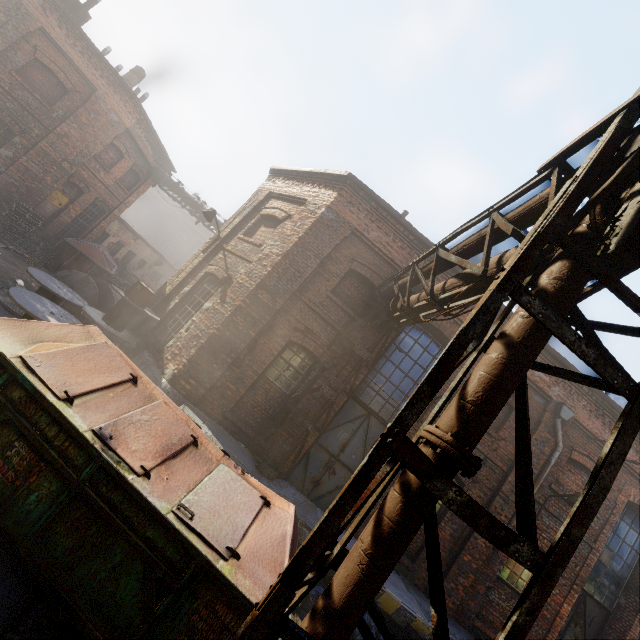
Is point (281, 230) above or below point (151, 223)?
below

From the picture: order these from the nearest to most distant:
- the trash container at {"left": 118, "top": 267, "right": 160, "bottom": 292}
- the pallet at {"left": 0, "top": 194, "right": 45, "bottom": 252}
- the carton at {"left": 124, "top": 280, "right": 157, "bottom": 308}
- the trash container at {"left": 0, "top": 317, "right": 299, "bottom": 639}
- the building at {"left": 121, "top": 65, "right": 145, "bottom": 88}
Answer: the trash container at {"left": 0, "top": 317, "right": 299, "bottom": 639}
the carton at {"left": 124, "top": 280, "right": 157, "bottom": 308}
the pallet at {"left": 0, "top": 194, "right": 45, "bottom": 252}
the building at {"left": 121, "top": 65, "right": 145, "bottom": 88}
the trash container at {"left": 118, "top": 267, "right": 160, "bottom": 292}

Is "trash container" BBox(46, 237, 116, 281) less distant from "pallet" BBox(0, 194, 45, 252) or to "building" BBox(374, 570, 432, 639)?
"pallet" BBox(0, 194, 45, 252)

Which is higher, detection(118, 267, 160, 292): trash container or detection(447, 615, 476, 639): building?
detection(118, 267, 160, 292): trash container

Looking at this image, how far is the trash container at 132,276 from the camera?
22.5m

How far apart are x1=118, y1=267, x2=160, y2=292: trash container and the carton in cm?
1624

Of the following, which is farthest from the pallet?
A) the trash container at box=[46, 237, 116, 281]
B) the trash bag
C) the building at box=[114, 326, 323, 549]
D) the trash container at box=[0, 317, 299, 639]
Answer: the trash bag

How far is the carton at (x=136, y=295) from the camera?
8.25m
